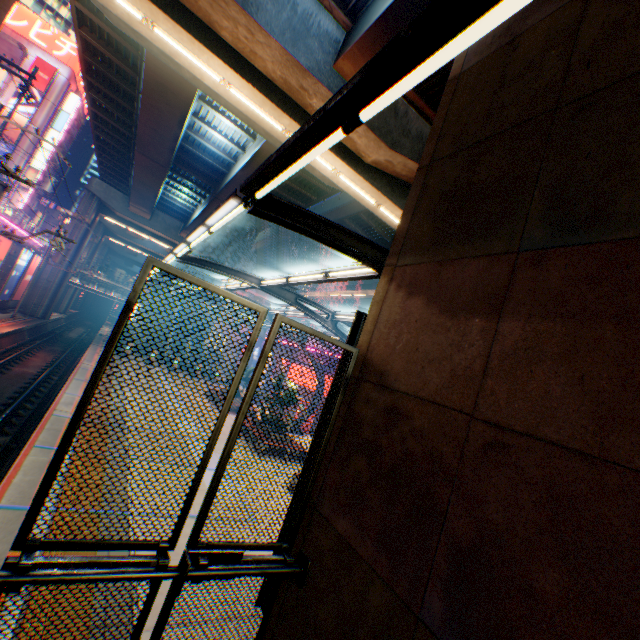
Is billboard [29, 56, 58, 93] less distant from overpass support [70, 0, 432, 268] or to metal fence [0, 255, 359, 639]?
metal fence [0, 255, 359, 639]

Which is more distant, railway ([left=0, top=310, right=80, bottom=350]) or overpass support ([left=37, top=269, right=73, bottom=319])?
overpass support ([left=37, top=269, right=73, bottom=319])

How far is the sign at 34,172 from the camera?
A: 48.6m

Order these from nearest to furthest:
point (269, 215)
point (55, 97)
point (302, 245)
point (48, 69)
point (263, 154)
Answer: point (269, 215) < point (263, 154) < point (302, 245) < point (48, 69) < point (55, 97)

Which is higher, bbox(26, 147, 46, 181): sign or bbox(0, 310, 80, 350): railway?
bbox(26, 147, 46, 181): sign

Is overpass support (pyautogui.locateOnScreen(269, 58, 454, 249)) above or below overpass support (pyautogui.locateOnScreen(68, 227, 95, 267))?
above

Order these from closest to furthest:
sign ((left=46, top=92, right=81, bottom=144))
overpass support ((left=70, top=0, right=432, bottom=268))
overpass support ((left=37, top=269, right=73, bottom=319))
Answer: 1. overpass support ((left=70, top=0, right=432, bottom=268))
2. overpass support ((left=37, top=269, right=73, bottom=319))
3. sign ((left=46, top=92, right=81, bottom=144))

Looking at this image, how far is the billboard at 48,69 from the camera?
46.3m
